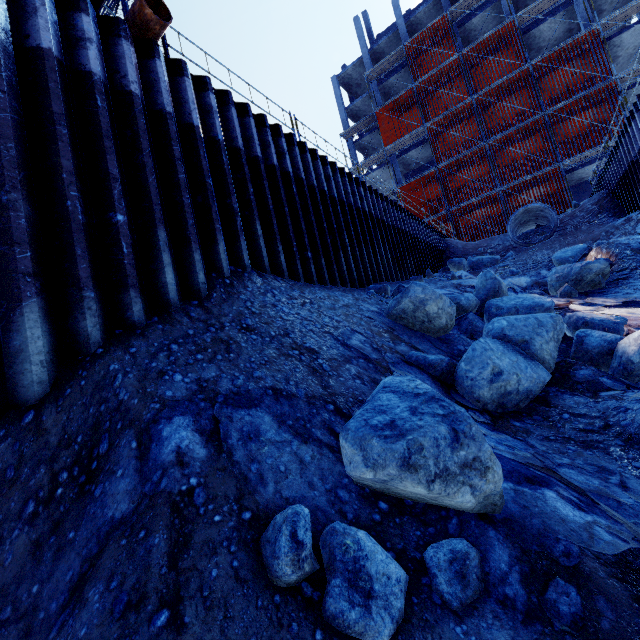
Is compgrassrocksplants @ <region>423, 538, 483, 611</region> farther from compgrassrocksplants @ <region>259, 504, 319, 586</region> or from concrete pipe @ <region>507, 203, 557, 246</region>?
concrete pipe @ <region>507, 203, 557, 246</region>

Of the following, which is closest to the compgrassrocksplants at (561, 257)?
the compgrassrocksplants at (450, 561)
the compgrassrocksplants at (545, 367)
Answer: the compgrassrocksplants at (545, 367)

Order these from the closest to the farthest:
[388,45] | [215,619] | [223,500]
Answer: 1. [215,619]
2. [223,500]
3. [388,45]

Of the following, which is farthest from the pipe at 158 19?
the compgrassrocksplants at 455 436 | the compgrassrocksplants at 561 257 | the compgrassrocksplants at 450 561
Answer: the compgrassrocksplants at 561 257

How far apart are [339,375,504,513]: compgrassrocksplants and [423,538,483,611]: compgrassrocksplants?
0.17m

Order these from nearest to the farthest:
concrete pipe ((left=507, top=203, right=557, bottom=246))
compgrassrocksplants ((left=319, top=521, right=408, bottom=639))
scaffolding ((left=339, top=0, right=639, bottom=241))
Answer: compgrassrocksplants ((left=319, top=521, right=408, bottom=639)) → concrete pipe ((left=507, top=203, right=557, bottom=246)) → scaffolding ((left=339, top=0, right=639, bottom=241))

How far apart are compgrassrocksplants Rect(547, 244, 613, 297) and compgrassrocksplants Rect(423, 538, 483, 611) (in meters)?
8.78

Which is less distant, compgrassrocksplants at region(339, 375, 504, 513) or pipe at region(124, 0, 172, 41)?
compgrassrocksplants at region(339, 375, 504, 513)
